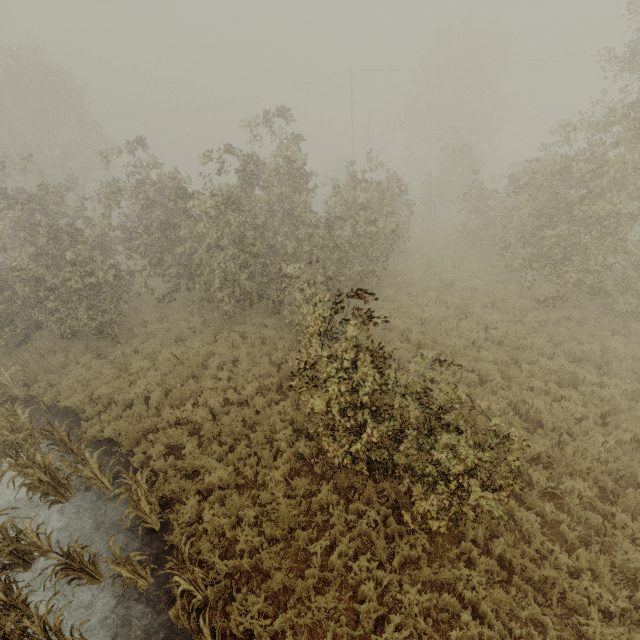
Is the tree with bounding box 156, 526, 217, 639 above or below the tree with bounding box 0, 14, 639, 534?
below

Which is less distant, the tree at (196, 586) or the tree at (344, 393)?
the tree at (196, 586)

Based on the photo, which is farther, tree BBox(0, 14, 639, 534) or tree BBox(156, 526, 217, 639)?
tree BBox(0, 14, 639, 534)

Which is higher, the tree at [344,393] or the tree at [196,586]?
the tree at [344,393]

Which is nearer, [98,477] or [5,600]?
[5,600]
